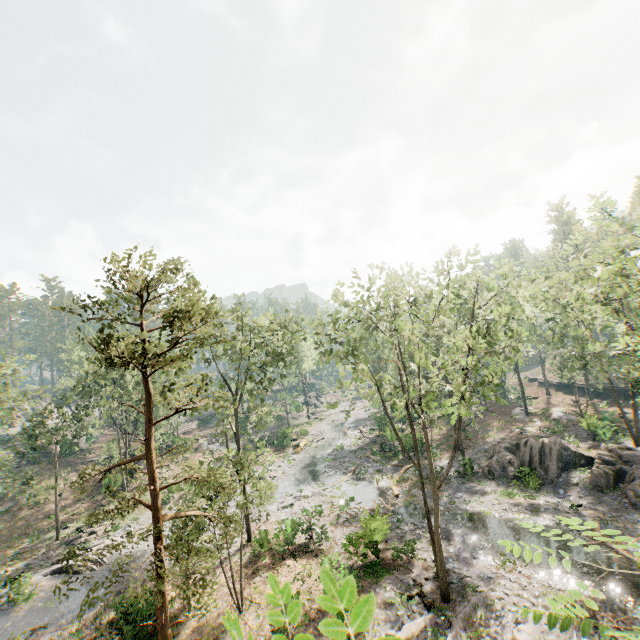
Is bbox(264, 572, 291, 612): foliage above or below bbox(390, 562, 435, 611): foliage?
above

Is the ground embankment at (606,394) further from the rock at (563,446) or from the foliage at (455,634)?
the rock at (563,446)

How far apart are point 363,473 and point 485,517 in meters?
13.5

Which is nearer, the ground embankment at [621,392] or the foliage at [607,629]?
the foliage at [607,629]

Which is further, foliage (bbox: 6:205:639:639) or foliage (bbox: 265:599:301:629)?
foliage (bbox: 6:205:639:639)

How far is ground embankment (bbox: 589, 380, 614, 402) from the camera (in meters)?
45.34

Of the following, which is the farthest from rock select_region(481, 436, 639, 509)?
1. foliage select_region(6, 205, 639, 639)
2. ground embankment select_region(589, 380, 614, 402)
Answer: ground embankment select_region(589, 380, 614, 402)
